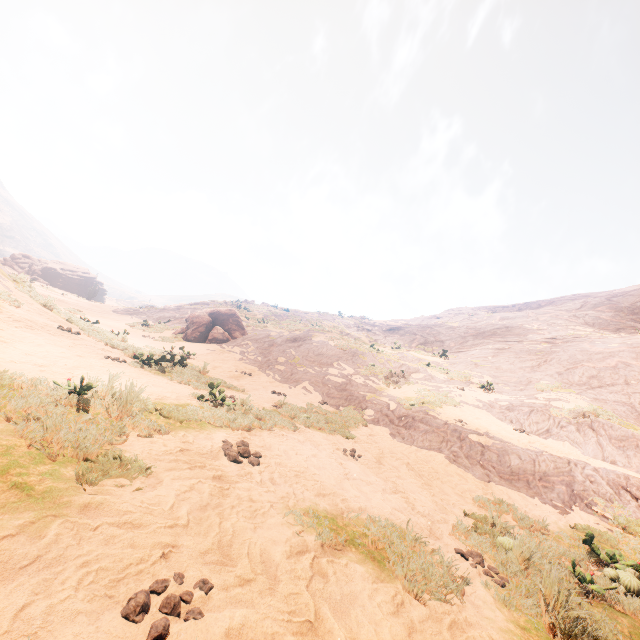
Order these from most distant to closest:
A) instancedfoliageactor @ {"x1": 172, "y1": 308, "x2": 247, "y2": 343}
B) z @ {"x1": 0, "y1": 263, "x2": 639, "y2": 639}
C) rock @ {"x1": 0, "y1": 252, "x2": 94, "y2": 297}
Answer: rock @ {"x1": 0, "y1": 252, "x2": 94, "y2": 297} < instancedfoliageactor @ {"x1": 172, "y1": 308, "x2": 247, "y2": 343} < z @ {"x1": 0, "y1": 263, "x2": 639, "y2": 639}

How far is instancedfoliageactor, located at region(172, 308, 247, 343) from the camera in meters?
18.9 m

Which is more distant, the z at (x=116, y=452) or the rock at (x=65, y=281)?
the rock at (x=65, y=281)

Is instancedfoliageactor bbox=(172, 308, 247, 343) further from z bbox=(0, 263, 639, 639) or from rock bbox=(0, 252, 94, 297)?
rock bbox=(0, 252, 94, 297)

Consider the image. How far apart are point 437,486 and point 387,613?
5.2 meters

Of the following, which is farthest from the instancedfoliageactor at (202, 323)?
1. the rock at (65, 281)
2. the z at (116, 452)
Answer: the rock at (65, 281)

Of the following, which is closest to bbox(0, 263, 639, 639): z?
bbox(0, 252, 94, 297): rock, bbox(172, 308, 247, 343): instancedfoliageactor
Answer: bbox(172, 308, 247, 343): instancedfoliageactor

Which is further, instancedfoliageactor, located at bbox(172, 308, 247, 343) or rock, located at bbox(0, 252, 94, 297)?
rock, located at bbox(0, 252, 94, 297)
